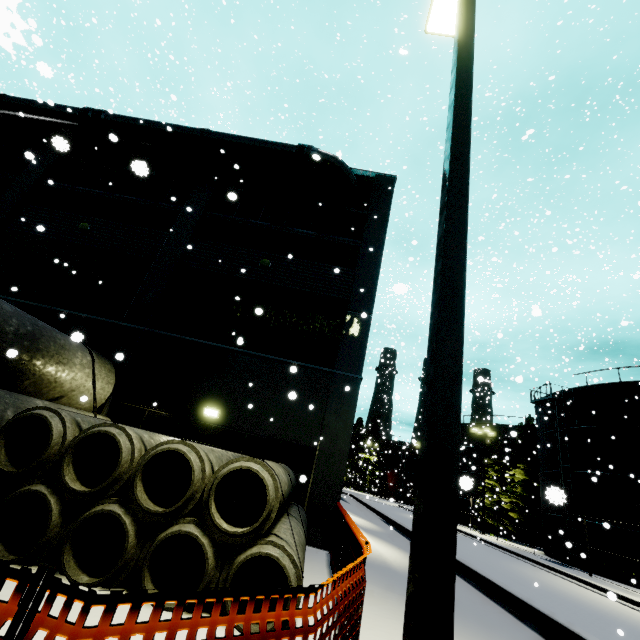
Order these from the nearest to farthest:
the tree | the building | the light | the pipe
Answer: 1. the light
2. the building
3. the pipe
4. the tree

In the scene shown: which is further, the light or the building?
the building

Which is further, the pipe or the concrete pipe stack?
the pipe

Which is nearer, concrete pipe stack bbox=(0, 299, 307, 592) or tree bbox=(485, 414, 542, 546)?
concrete pipe stack bbox=(0, 299, 307, 592)

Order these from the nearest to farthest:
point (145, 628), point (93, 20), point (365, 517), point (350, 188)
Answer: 1. point (145, 628)
2. point (93, 20)
3. point (350, 188)
4. point (365, 517)

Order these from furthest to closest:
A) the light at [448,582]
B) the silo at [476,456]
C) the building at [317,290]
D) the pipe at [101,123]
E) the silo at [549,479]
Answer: the silo at [476,456], the silo at [549,479], the pipe at [101,123], the building at [317,290], the light at [448,582]

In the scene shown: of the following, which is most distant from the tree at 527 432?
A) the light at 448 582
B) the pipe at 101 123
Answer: the pipe at 101 123

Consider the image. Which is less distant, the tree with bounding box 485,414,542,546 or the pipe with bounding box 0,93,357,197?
the pipe with bounding box 0,93,357,197
